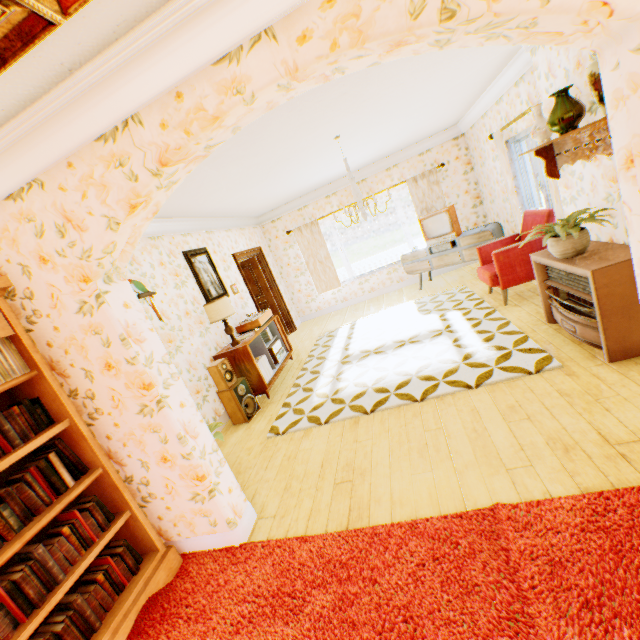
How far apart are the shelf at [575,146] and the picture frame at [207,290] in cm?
480

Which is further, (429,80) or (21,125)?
(429,80)

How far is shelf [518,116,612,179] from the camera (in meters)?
2.74

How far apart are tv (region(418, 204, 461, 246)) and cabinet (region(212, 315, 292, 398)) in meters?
3.8 m

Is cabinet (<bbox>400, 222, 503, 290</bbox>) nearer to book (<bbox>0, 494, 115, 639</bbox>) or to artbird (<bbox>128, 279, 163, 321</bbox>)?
artbird (<bbox>128, 279, 163, 321</bbox>)

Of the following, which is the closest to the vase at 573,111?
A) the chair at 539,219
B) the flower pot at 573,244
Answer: the flower pot at 573,244

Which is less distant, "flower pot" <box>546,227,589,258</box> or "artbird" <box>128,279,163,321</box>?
"flower pot" <box>546,227,589,258</box>

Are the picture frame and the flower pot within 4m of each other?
no
